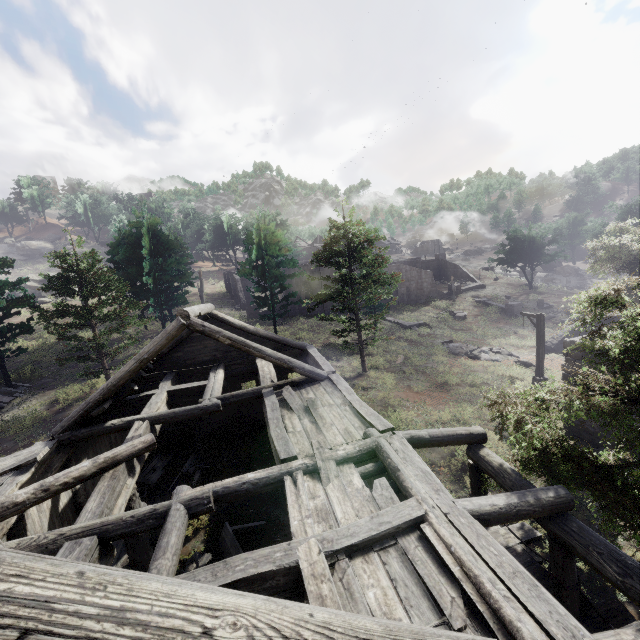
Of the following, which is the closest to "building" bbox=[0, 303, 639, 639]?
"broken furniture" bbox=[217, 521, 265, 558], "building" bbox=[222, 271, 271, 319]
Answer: "broken furniture" bbox=[217, 521, 265, 558]

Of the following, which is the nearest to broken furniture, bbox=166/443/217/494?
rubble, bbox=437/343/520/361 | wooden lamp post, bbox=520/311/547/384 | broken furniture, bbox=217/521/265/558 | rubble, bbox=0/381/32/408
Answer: broken furniture, bbox=217/521/265/558

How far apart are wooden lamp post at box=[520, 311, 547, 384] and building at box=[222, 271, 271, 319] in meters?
32.9 m

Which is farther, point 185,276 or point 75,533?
point 185,276

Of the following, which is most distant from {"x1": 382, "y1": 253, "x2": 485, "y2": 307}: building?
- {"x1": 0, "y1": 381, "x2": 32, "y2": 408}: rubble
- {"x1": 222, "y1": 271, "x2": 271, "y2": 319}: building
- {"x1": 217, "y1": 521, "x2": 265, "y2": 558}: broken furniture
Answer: {"x1": 0, "y1": 381, "x2": 32, "y2": 408}: rubble

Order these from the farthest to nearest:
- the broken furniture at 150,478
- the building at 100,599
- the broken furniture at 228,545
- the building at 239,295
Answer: the building at 239,295
the broken furniture at 150,478
the broken furniture at 228,545
the building at 100,599

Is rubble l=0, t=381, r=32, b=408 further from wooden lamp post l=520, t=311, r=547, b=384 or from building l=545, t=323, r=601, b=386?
wooden lamp post l=520, t=311, r=547, b=384

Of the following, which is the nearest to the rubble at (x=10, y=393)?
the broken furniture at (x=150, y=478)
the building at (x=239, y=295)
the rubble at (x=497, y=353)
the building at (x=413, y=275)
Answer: the broken furniture at (x=150, y=478)
